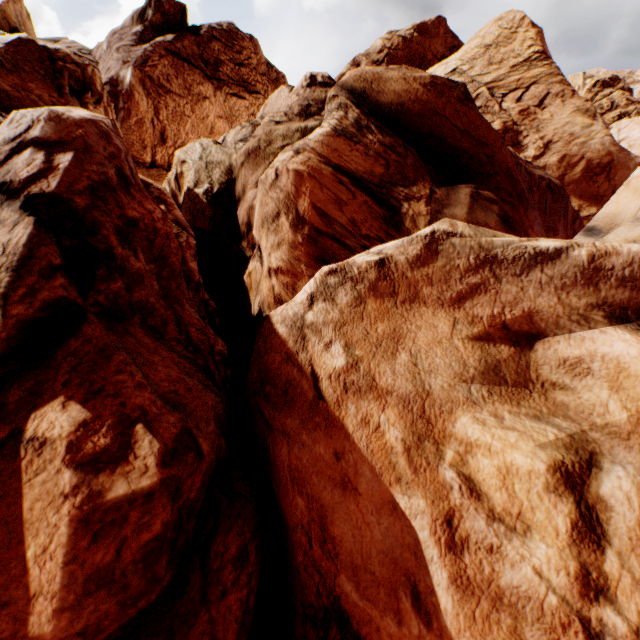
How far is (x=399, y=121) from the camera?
9.6m
